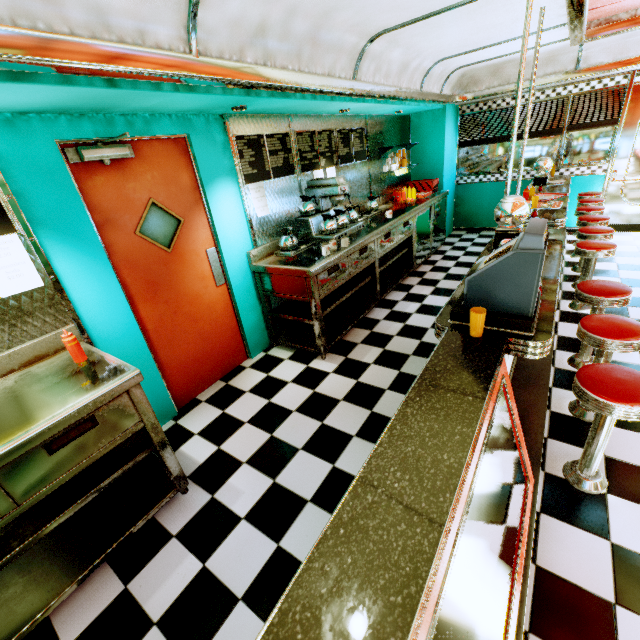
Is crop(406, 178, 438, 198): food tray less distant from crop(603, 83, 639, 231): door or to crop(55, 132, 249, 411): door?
crop(603, 83, 639, 231): door

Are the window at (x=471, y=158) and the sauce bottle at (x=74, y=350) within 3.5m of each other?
no

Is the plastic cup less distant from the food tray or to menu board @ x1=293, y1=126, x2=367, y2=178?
menu board @ x1=293, y1=126, x2=367, y2=178

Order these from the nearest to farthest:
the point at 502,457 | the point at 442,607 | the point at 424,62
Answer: the point at 442,607, the point at 502,457, the point at 424,62

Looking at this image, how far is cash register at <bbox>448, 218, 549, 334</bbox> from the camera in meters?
1.6

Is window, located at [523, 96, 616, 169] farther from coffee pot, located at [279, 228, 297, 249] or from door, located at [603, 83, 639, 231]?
coffee pot, located at [279, 228, 297, 249]

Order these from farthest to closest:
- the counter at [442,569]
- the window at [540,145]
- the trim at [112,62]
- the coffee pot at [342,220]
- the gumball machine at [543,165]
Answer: the window at [540,145], the gumball machine at [543,165], the coffee pot at [342,220], the trim at [112,62], the counter at [442,569]

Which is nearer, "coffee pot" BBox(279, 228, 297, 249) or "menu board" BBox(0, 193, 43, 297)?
"menu board" BBox(0, 193, 43, 297)
